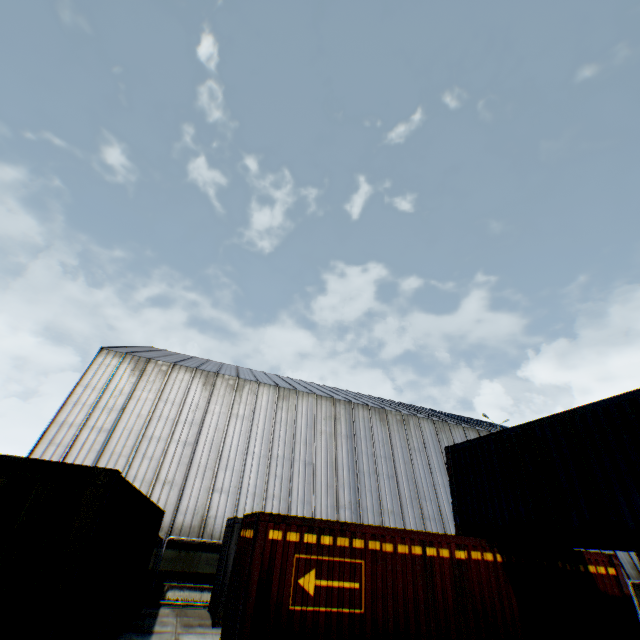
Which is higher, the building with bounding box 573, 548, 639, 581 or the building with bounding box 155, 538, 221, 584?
the building with bounding box 573, 548, 639, 581

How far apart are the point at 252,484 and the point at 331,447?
5.6m

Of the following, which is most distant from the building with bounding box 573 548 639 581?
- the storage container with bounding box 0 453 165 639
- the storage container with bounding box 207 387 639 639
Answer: the storage container with bounding box 207 387 639 639

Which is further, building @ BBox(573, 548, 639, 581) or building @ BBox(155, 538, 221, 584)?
building @ BBox(573, 548, 639, 581)

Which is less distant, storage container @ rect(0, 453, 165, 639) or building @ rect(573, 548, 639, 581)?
storage container @ rect(0, 453, 165, 639)

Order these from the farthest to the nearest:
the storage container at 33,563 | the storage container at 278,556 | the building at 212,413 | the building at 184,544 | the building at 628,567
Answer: the building at 628,567 → the building at 212,413 → the building at 184,544 → the storage container at 278,556 → the storage container at 33,563

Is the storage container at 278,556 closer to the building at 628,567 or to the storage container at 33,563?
the storage container at 33,563

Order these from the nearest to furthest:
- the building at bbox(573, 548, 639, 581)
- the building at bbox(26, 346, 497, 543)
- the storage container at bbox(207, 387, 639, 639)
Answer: the storage container at bbox(207, 387, 639, 639)
the building at bbox(26, 346, 497, 543)
the building at bbox(573, 548, 639, 581)
